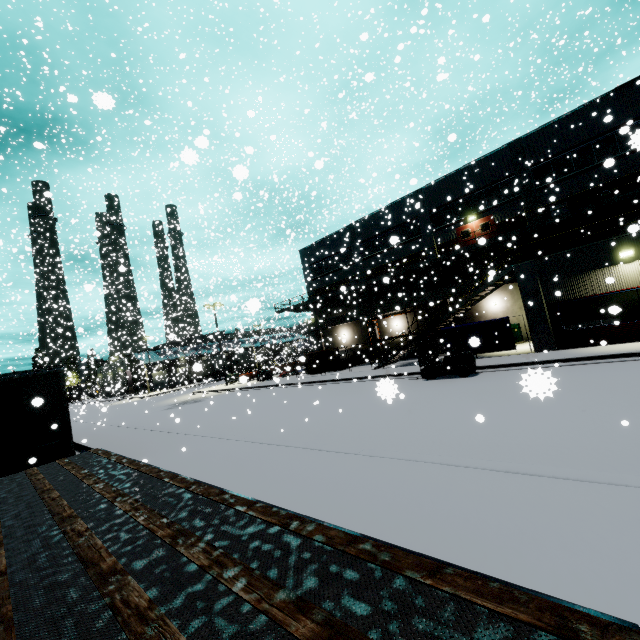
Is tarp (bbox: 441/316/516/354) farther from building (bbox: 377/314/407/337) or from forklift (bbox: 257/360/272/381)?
forklift (bbox: 257/360/272/381)

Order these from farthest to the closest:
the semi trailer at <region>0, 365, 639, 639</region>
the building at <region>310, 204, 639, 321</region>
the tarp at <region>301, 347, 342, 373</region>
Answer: the tarp at <region>301, 347, 342, 373</region>, the building at <region>310, 204, 639, 321</region>, the semi trailer at <region>0, 365, 639, 639</region>

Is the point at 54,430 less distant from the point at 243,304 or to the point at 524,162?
the point at 243,304

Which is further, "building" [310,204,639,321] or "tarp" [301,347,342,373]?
"tarp" [301,347,342,373]

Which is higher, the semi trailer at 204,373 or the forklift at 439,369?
the semi trailer at 204,373

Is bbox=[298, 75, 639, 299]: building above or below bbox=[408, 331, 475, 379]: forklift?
above

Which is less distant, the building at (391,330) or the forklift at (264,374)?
the building at (391,330)

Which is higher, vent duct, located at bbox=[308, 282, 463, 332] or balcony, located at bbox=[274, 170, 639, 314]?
balcony, located at bbox=[274, 170, 639, 314]
